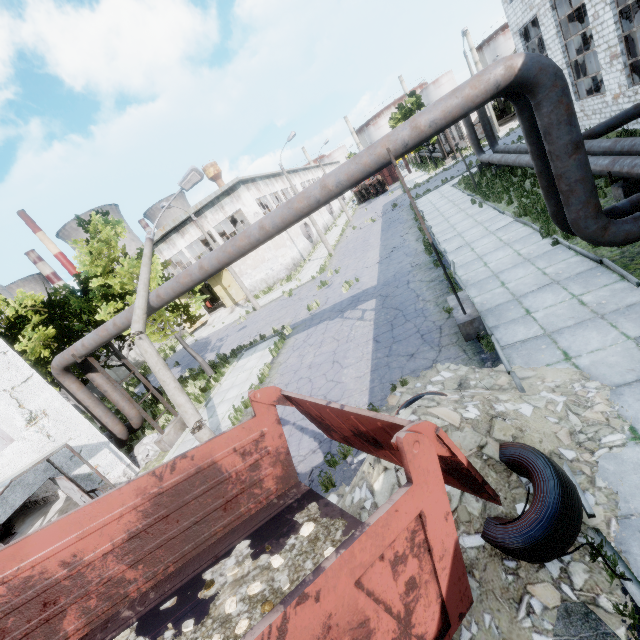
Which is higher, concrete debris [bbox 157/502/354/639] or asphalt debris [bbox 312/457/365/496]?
concrete debris [bbox 157/502/354/639]

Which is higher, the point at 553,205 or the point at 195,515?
the point at 195,515

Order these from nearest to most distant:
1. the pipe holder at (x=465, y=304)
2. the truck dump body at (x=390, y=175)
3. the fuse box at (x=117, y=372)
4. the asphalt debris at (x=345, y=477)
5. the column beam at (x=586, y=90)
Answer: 1. the asphalt debris at (x=345, y=477)
2. the pipe holder at (x=465, y=304)
3. the column beam at (x=586, y=90)
4. the fuse box at (x=117, y=372)
5. the truck dump body at (x=390, y=175)

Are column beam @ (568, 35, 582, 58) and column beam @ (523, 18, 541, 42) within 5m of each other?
yes

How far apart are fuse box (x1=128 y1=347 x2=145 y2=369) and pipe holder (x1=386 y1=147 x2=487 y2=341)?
33.0 meters

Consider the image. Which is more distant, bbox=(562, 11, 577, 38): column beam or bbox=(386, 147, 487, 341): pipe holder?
bbox=(562, 11, 577, 38): column beam

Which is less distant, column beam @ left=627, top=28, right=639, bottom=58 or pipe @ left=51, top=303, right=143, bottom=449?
pipe @ left=51, top=303, right=143, bottom=449

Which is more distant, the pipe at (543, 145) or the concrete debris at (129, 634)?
the pipe at (543, 145)
